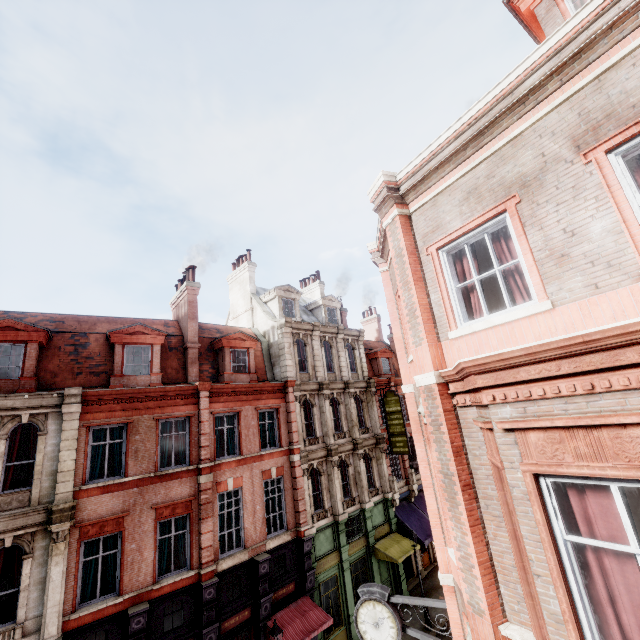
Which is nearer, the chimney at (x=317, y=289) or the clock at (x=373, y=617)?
the clock at (x=373, y=617)

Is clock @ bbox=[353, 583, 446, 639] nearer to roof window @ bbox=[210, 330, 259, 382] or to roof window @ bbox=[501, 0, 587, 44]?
roof window @ bbox=[501, 0, 587, 44]

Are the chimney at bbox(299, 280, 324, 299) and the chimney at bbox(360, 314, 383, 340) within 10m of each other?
yes

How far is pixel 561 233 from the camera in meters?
4.3 m

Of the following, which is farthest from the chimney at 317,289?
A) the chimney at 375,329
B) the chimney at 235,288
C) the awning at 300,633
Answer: the awning at 300,633

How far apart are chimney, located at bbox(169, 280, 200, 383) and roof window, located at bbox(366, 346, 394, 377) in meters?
15.4 m

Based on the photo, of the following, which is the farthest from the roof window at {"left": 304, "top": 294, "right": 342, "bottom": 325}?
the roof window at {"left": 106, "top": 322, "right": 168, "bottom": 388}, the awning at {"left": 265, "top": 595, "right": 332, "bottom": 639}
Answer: the awning at {"left": 265, "top": 595, "right": 332, "bottom": 639}

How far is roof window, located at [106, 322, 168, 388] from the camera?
14.6 meters
